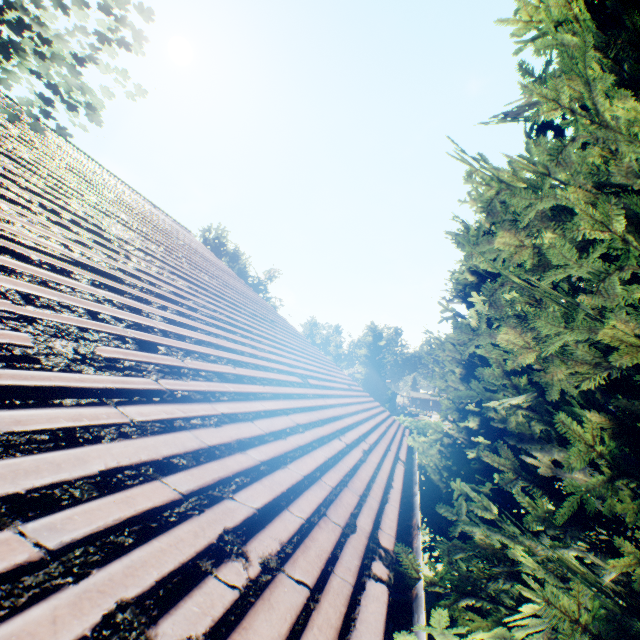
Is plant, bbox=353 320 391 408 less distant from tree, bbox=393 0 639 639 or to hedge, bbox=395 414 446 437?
tree, bbox=393 0 639 639

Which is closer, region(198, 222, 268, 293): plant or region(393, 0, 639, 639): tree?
region(393, 0, 639, 639): tree

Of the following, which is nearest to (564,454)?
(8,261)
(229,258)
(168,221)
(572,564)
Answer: (572,564)

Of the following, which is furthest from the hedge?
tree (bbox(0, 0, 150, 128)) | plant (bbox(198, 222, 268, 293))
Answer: plant (bbox(198, 222, 268, 293))

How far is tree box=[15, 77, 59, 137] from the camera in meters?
2.3 m

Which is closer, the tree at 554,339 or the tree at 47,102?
the tree at 554,339

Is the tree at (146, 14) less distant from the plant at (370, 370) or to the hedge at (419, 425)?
the hedge at (419, 425)
